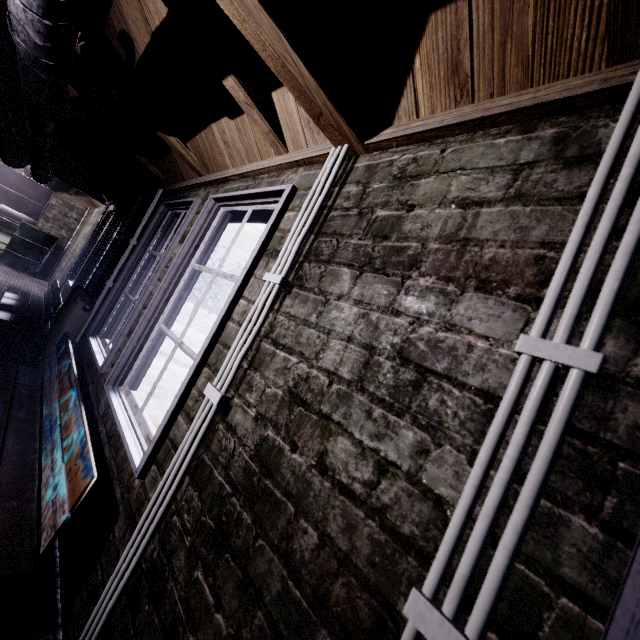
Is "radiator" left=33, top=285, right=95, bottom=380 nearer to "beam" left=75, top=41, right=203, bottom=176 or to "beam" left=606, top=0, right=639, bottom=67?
"beam" left=75, top=41, right=203, bottom=176

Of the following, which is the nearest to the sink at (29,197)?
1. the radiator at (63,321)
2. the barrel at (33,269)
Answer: the barrel at (33,269)

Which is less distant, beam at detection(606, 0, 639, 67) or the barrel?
beam at detection(606, 0, 639, 67)

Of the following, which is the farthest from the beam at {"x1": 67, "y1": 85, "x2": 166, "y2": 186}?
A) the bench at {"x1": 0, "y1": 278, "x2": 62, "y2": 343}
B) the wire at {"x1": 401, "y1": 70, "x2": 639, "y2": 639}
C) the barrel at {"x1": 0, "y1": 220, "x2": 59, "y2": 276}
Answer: the barrel at {"x1": 0, "y1": 220, "x2": 59, "y2": 276}

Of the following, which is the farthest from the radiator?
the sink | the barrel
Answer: the sink

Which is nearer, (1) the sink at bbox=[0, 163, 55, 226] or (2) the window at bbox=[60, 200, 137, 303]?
(2) the window at bbox=[60, 200, 137, 303]

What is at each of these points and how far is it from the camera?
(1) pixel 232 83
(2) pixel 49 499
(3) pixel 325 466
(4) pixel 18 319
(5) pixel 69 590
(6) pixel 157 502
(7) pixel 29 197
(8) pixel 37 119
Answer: (1) beam, 1.27m
(2) bench, 1.24m
(3) window, 0.72m
(4) bench, 3.39m
(5) window, 1.24m
(6) wire, 1.02m
(7) sink, 7.49m
(8) pipe, 2.07m

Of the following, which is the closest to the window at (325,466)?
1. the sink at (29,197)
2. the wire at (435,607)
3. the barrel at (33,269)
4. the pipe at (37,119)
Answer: the wire at (435,607)
